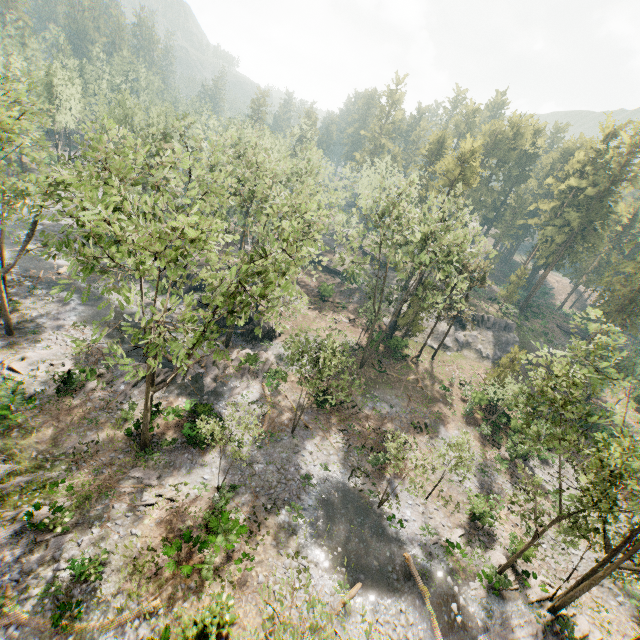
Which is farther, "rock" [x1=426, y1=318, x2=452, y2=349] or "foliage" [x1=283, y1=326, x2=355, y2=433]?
"rock" [x1=426, y1=318, x2=452, y2=349]

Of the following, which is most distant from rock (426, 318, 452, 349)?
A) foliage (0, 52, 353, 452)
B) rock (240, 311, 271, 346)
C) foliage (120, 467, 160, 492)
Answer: foliage (120, 467, 160, 492)

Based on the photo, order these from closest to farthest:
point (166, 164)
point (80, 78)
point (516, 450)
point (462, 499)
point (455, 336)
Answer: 1. point (166, 164)
2. point (462, 499)
3. point (516, 450)
4. point (455, 336)
5. point (80, 78)

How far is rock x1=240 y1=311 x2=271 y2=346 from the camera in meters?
35.7

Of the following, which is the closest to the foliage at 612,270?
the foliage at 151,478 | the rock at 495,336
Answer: the rock at 495,336

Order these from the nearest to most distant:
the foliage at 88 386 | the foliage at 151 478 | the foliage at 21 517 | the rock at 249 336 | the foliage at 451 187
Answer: the foliage at 21 517, the foliage at 151 478, the foliage at 88 386, the foliage at 451 187, the rock at 249 336
